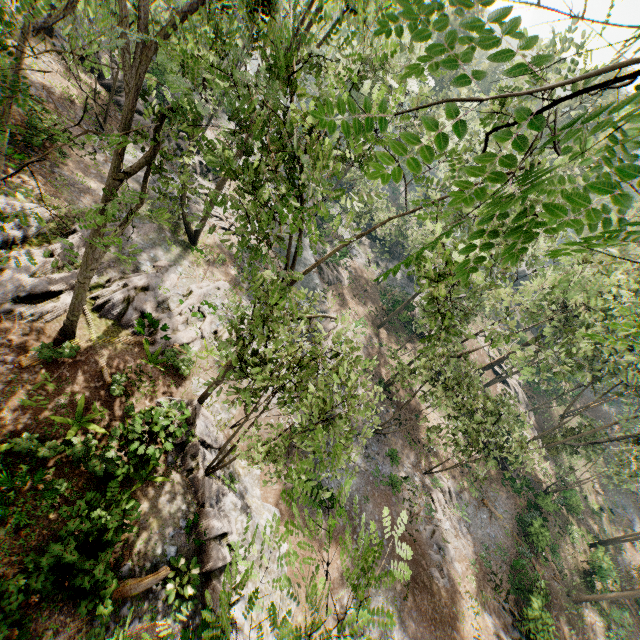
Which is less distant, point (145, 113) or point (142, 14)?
point (142, 14)

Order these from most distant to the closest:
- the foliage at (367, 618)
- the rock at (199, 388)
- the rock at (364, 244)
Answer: →
the rock at (364, 244)
the rock at (199, 388)
the foliage at (367, 618)

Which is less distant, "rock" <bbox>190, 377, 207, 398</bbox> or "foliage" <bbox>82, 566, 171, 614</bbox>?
"foliage" <bbox>82, 566, 171, 614</bbox>

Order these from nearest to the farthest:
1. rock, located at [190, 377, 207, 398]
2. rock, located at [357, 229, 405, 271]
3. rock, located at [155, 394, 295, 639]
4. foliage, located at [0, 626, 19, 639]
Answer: foliage, located at [0, 626, 19, 639]
rock, located at [155, 394, 295, 639]
rock, located at [190, 377, 207, 398]
rock, located at [357, 229, 405, 271]

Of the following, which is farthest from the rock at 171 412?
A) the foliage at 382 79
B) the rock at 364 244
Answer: the rock at 364 244

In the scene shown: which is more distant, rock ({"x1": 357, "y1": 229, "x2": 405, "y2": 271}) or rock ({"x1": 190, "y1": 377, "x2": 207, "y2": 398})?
rock ({"x1": 357, "y1": 229, "x2": 405, "y2": 271})

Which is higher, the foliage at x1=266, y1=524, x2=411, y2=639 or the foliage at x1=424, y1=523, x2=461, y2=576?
the foliage at x1=266, y1=524, x2=411, y2=639

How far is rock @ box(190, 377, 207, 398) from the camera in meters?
16.6 m
